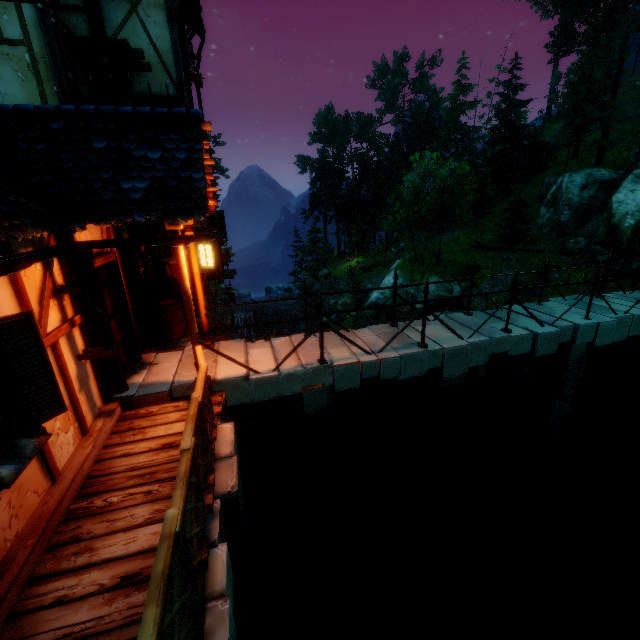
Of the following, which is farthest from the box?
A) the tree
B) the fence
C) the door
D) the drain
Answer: the tree

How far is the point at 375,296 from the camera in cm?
3031

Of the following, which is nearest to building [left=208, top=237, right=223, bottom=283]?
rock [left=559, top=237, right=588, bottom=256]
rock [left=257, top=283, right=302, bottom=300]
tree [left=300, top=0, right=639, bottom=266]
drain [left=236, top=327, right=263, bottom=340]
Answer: drain [left=236, top=327, right=263, bottom=340]

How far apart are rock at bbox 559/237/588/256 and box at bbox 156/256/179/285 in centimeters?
3561cm

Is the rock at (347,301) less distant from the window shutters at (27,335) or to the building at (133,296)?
the building at (133,296)

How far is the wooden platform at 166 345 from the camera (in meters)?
7.68

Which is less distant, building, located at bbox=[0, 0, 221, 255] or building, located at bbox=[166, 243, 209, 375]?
building, located at bbox=[0, 0, 221, 255]

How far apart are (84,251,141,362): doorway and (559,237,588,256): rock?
37.9 meters
